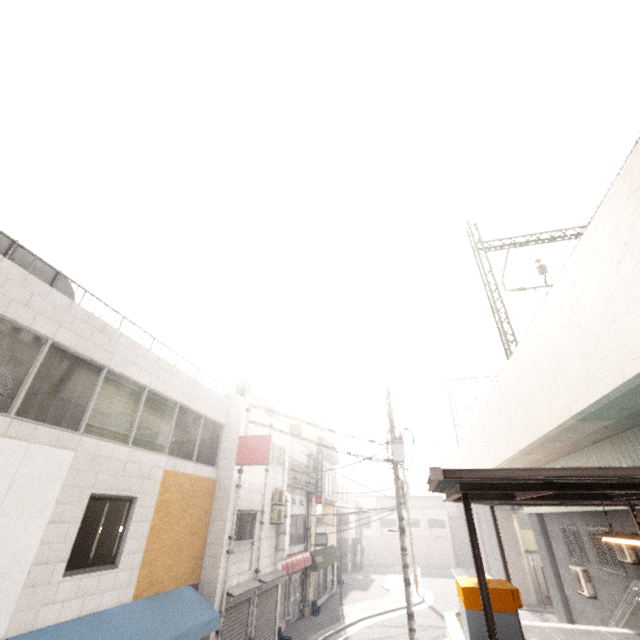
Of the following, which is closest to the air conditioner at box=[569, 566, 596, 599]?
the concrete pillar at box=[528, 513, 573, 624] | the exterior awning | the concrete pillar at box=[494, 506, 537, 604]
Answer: the concrete pillar at box=[528, 513, 573, 624]

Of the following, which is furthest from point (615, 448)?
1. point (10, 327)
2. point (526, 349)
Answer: point (10, 327)

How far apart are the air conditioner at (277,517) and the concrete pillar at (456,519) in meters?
34.2

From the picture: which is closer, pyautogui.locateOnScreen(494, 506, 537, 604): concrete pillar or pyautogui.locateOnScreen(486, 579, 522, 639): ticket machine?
pyautogui.locateOnScreen(486, 579, 522, 639): ticket machine

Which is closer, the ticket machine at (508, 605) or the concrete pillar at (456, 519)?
the ticket machine at (508, 605)

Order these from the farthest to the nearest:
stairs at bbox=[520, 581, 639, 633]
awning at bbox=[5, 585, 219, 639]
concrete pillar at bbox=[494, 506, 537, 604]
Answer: concrete pillar at bbox=[494, 506, 537, 604] < stairs at bbox=[520, 581, 639, 633] < awning at bbox=[5, 585, 219, 639]

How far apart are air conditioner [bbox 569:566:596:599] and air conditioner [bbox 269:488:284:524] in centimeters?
1206cm

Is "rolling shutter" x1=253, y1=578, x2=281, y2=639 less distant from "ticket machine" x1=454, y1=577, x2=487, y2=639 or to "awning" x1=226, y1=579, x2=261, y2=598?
"awning" x1=226, y1=579, x2=261, y2=598
